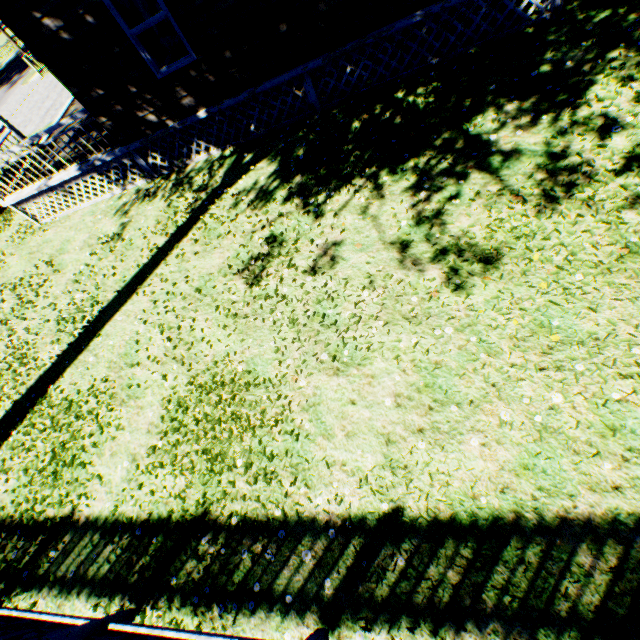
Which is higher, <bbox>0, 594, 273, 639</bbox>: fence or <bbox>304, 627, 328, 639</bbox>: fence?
<bbox>0, 594, 273, 639</bbox>: fence

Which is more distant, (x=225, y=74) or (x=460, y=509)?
(x=225, y=74)

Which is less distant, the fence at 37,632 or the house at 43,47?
the fence at 37,632

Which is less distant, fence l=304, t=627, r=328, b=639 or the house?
fence l=304, t=627, r=328, b=639

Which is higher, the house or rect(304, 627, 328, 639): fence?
the house
